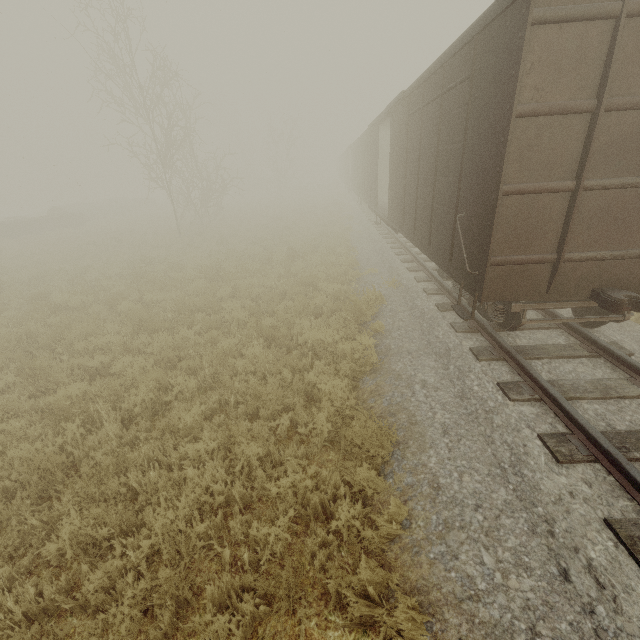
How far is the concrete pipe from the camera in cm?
3010

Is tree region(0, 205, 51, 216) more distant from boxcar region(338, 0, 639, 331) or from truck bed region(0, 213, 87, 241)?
boxcar region(338, 0, 639, 331)

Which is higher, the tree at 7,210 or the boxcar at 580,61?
the boxcar at 580,61

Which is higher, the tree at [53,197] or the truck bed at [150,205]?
the tree at [53,197]

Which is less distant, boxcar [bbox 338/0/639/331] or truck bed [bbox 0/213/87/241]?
boxcar [bbox 338/0/639/331]

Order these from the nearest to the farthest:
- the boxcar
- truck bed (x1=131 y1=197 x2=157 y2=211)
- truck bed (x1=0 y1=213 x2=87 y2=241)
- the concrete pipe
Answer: the boxcar, truck bed (x1=0 y1=213 x2=87 y2=241), the concrete pipe, truck bed (x1=131 y1=197 x2=157 y2=211)

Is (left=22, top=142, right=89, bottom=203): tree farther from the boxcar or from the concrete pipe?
the boxcar

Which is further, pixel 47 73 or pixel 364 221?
pixel 364 221
